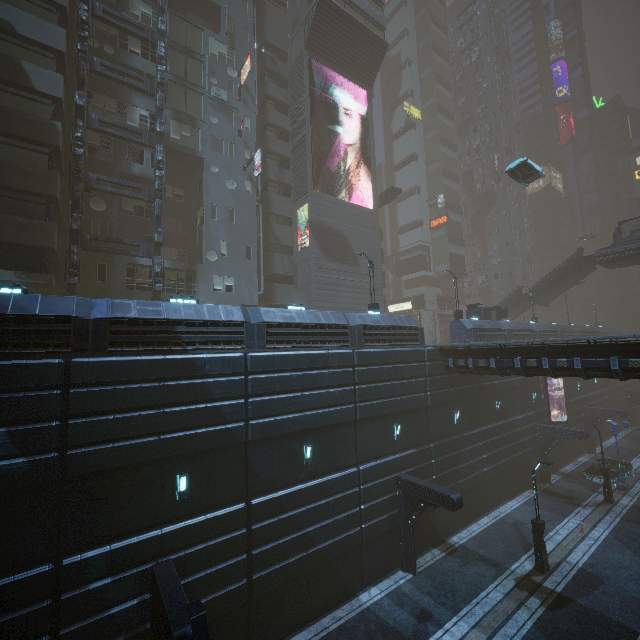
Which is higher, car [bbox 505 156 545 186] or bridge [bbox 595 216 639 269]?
car [bbox 505 156 545 186]

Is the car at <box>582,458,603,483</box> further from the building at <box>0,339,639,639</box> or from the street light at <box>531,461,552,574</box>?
the street light at <box>531,461,552,574</box>

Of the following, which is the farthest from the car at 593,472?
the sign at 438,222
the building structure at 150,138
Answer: the sign at 438,222

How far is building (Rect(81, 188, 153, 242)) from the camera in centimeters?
2147cm

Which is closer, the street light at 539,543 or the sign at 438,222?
the street light at 539,543

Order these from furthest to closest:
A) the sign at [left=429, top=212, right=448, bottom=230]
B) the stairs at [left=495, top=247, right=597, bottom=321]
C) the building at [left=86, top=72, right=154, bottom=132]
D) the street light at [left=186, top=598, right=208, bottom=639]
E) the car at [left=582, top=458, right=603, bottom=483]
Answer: the sign at [left=429, top=212, right=448, bottom=230]
the stairs at [left=495, top=247, right=597, bottom=321]
the car at [left=582, top=458, right=603, bottom=483]
the building at [left=86, top=72, right=154, bottom=132]
the street light at [left=186, top=598, right=208, bottom=639]

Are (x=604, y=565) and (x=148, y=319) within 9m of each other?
no

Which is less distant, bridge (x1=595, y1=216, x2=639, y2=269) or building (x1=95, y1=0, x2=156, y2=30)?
building (x1=95, y1=0, x2=156, y2=30)
